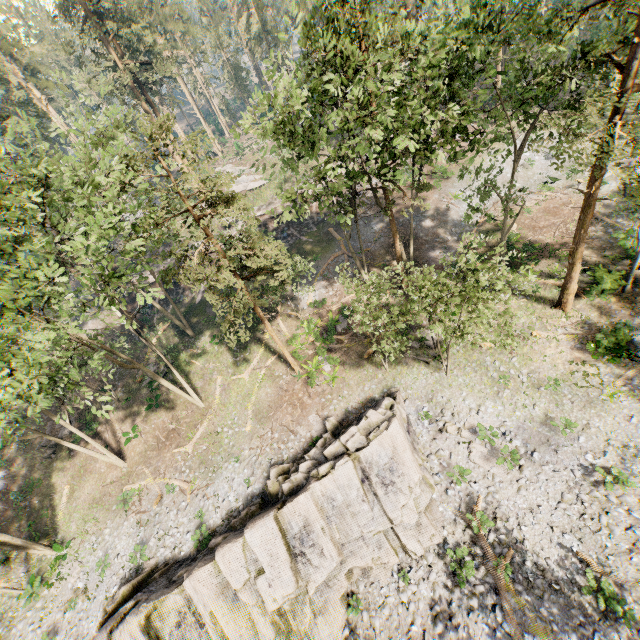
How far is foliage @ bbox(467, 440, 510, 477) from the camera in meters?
16.3 m

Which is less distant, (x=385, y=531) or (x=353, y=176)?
(x=385, y=531)

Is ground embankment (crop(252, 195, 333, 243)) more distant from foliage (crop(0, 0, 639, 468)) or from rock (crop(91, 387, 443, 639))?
rock (crop(91, 387, 443, 639))

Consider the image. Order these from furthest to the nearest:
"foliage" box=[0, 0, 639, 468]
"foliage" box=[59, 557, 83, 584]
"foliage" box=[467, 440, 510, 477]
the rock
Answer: "foliage" box=[59, 557, 83, 584]
"foliage" box=[467, 440, 510, 477]
the rock
"foliage" box=[0, 0, 639, 468]

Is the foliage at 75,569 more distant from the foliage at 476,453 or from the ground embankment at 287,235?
the foliage at 476,453

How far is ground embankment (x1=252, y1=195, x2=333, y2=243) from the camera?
35.88m

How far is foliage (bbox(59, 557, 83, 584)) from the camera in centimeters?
2056cm

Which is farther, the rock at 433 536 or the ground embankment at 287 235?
the ground embankment at 287 235
